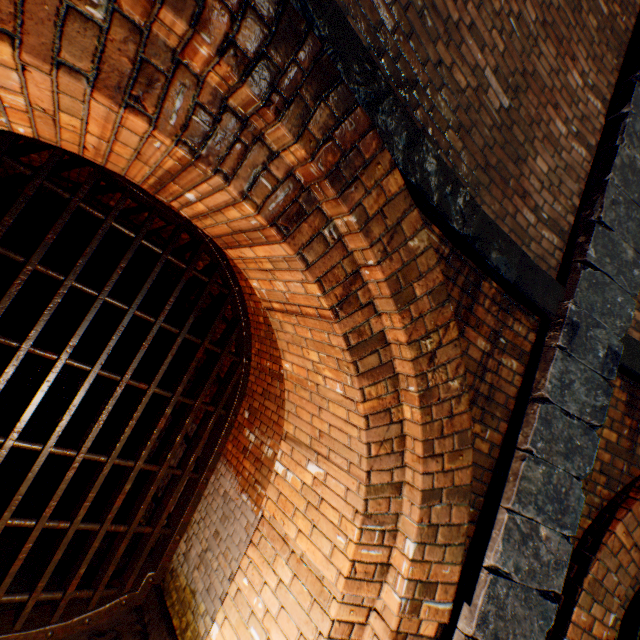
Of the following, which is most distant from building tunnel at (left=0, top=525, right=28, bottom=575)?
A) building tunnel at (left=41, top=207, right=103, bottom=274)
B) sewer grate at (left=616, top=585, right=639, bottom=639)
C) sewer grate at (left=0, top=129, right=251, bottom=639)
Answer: building tunnel at (left=41, top=207, right=103, bottom=274)

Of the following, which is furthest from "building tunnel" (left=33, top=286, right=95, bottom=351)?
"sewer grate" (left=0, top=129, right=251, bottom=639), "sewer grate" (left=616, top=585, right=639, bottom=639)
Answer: "sewer grate" (left=616, top=585, right=639, bottom=639)

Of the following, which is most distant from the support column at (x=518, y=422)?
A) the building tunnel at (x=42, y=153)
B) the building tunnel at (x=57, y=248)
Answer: the building tunnel at (x=57, y=248)

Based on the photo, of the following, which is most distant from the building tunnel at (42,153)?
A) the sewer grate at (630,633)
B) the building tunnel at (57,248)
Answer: the building tunnel at (57,248)

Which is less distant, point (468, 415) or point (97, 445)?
point (468, 415)

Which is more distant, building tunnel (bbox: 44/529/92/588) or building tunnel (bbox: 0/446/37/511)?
building tunnel (bbox: 0/446/37/511)

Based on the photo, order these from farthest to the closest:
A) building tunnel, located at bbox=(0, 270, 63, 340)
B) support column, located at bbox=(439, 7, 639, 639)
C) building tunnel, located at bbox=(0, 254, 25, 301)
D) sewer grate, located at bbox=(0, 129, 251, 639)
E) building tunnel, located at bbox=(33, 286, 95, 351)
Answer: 1. building tunnel, located at bbox=(33, 286, 95, 351)
2. building tunnel, located at bbox=(0, 270, 63, 340)
3. building tunnel, located at bbox=(0, 254, 25, 301)
4. sewer grate, located at bbox=(0, 129, 251, 639)
5. support column, located at bbox=(439, 7, 639, 639)

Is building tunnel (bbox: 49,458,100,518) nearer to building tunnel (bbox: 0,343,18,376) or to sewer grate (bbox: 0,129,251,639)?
sewer grate (bbox: 0,129,251,639)
